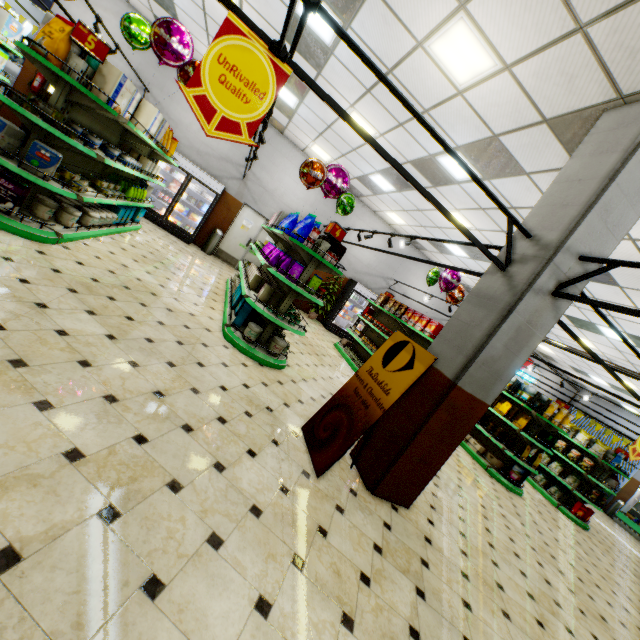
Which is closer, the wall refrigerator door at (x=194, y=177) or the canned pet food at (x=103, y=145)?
the canned pet food at (x=103, y=145)

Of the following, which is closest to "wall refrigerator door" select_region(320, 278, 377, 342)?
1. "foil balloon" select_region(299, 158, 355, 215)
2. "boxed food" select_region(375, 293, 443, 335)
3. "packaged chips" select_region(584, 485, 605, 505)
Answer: "boxed food" select_region(375, 293, 443, 335)

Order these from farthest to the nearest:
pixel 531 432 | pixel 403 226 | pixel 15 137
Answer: pixel 403 226 < pixel 531 432 < pixel 15 137

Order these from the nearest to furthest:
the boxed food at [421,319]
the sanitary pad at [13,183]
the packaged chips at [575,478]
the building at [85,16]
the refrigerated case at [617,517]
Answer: the sanitary pad at [13,183] < the boxed food at [421,319] < the building at [85,16] < the packaged chips at [575,478] < the refrigerated case at [617,517]

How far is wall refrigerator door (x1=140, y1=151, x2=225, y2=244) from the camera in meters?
10.2

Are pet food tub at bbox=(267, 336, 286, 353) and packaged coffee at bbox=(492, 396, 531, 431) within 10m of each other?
yes

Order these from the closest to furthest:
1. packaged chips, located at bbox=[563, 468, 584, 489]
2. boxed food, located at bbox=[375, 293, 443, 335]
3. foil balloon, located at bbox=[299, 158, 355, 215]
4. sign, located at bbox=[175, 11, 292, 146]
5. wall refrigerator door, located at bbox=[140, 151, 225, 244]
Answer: sign, located at bbox=[175, 11, 292, 146], foil balloon, located at bbox=[299, 158, 355, 215], boxed food, located at bbox=[375, 293, 443, 335], packaged chips, located at bbox=[563, 468, 584, 489], wall refrigerator door, located at bbox=[140, 151, 225, 244]

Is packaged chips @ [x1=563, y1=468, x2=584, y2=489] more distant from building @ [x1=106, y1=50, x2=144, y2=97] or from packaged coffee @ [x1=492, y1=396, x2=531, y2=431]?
packaged coffee @ [x1=492, y1=396, x2=531, y2=431]
